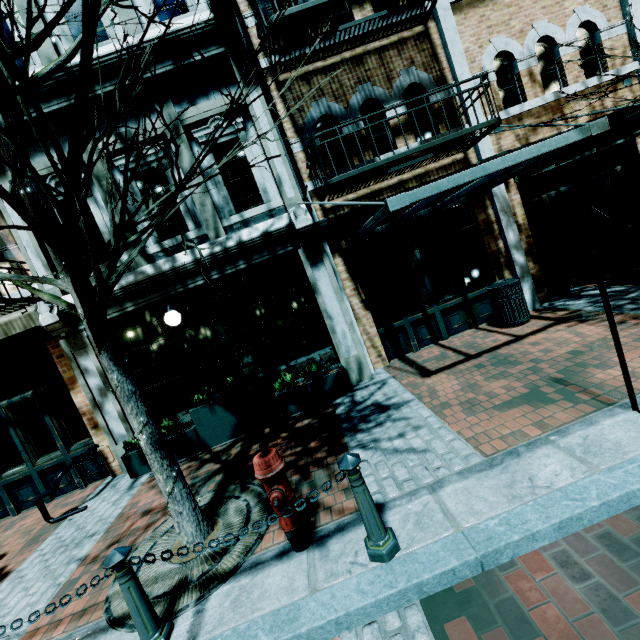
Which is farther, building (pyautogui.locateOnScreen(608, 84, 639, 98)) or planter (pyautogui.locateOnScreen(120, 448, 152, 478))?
building (pyautogui.locateOnScreen(608, 84, 639, 98))

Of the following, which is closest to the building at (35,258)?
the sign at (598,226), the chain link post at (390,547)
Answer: the sign at (598,226)

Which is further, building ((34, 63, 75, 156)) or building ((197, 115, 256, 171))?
building ((197, 115, 256, 171))

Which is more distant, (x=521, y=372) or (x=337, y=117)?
(x=337, y=117)

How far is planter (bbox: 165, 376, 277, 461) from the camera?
6.1m

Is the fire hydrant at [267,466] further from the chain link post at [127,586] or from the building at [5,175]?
the building at [5,175]

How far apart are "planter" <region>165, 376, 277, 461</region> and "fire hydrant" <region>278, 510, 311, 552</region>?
3.00m

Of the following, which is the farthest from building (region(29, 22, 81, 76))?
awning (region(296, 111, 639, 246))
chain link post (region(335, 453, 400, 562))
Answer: chain link post (region(335, 453, 400, 562))
